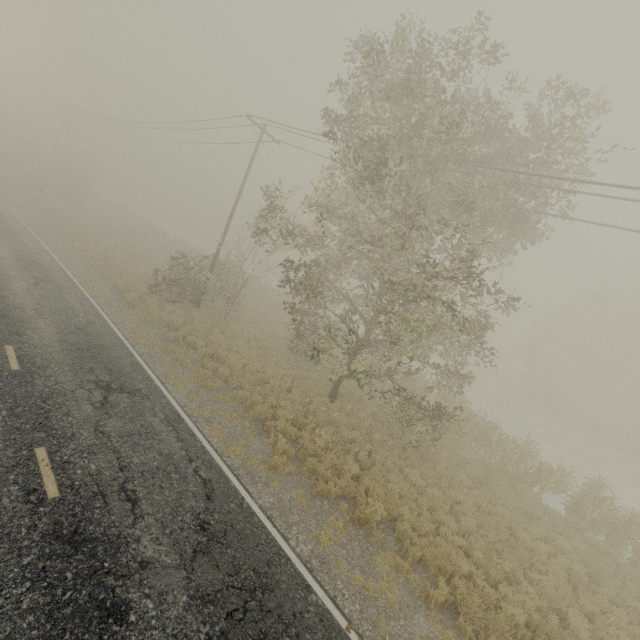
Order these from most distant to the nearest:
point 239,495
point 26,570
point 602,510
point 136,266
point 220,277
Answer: point 136,266
point 220,277
point 602,510
point 239,495
point 26,570

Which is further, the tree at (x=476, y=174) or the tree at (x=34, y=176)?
the tree at (x=34, y=176)

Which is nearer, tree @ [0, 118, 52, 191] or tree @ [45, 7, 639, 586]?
tree @ [45, 7, 639, 586]
